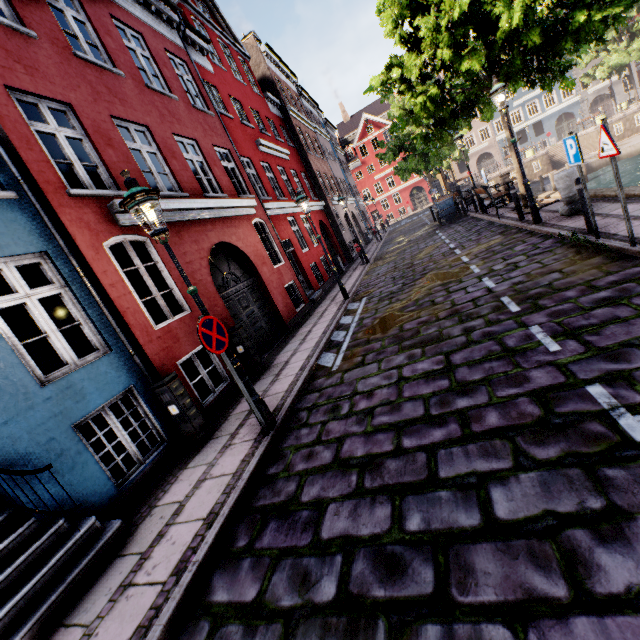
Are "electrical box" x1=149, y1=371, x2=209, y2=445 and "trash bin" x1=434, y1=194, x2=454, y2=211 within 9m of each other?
no

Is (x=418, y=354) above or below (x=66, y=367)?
below

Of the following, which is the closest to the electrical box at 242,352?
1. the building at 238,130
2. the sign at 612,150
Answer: the building at 238,130

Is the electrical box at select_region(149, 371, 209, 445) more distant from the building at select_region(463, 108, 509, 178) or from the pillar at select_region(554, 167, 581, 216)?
the building at select_region(463, 108, 509, 178)

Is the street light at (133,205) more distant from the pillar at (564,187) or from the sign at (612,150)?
the sign at (612,150)

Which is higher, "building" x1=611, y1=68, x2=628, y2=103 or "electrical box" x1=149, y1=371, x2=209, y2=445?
"building" x1=611, y1=68, x2=628, y2=103

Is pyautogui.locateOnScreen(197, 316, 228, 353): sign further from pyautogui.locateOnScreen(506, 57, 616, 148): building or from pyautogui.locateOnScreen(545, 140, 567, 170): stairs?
pyautogui.locateOnScreen(506, 57, 616, 148): building

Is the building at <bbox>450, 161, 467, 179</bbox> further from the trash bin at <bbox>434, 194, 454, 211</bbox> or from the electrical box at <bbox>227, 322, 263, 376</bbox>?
the electrical box at <bbox>227, 322, 263, 376</bbox>
